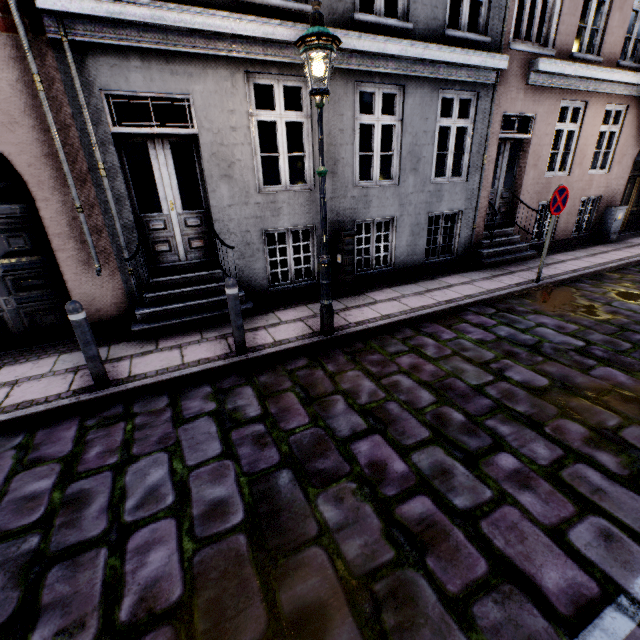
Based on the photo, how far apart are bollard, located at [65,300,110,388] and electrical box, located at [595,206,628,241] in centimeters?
1398cm

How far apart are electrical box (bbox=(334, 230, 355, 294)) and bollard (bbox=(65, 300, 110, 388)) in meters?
4.3 m

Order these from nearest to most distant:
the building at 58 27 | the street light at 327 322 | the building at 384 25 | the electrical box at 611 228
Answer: the street light at 327 322 → the building at 58 27 → the building at 384 25 → the electrical box at 611 228

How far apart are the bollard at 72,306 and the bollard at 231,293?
1.6 meters

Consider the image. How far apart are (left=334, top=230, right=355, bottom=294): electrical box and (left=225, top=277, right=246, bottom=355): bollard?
2.71m

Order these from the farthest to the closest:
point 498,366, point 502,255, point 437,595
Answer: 1. point 502,255
2. point 498,366
3. point 437,595

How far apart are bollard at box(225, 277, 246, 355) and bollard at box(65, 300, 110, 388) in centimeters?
158cm

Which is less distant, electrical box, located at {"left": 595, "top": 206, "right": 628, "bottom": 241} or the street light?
the street light
